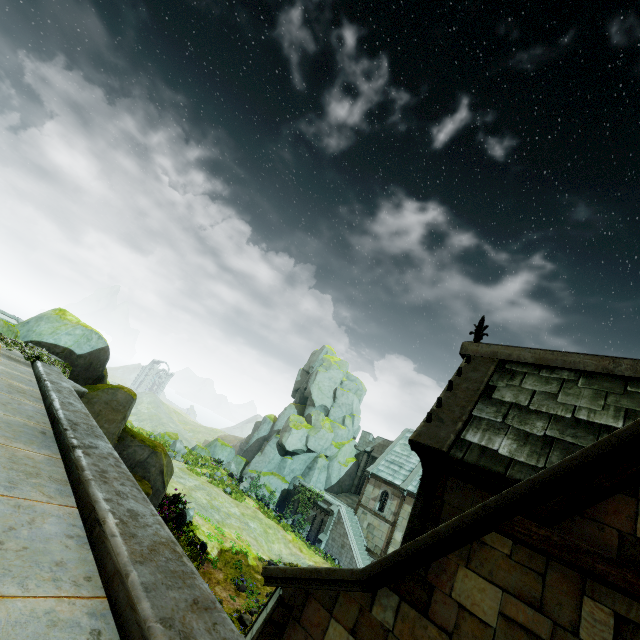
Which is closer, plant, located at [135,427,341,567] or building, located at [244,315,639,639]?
building, located at [244,315,639,639]

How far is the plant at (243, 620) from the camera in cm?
1298

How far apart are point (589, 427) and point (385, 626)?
4.7m

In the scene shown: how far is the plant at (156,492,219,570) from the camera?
15.3m

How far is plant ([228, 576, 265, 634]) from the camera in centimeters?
1298cm

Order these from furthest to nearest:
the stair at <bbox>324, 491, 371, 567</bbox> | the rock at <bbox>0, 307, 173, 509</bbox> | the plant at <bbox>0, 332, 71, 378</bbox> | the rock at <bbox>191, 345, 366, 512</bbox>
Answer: the rock at <bbox>191, 345, 366, 512</bbox> < the stair at <bbox>324, 491, 371, 567</bbox> < the rock at <bbox>0, 307, 173, 509</bbox> < the plant at <bbox>0, 332, 71, 378</bbox>

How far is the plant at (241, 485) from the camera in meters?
26.4 m

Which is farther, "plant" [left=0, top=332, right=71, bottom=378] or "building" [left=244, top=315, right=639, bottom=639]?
"plant" [left=0, top=332, right=71, bottom=378]
